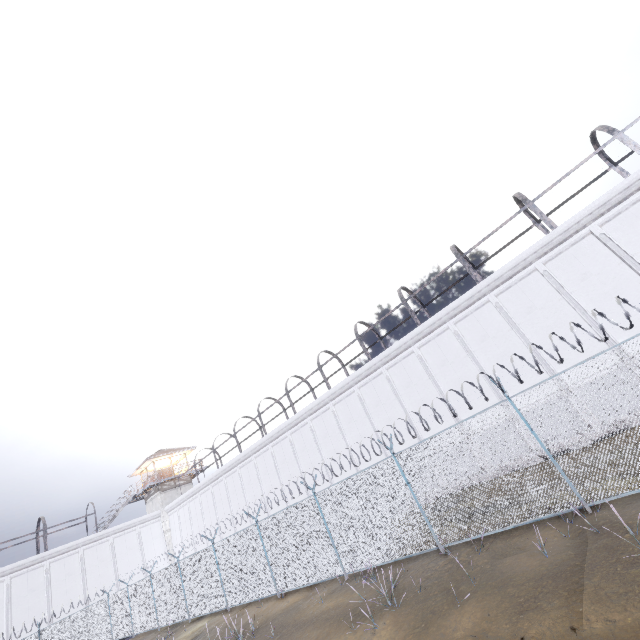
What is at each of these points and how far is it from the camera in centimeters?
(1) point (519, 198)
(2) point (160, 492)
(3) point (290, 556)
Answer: (1) metal cage, 1641cm
(2) building, 3691cm
(3) fence, 1293cm

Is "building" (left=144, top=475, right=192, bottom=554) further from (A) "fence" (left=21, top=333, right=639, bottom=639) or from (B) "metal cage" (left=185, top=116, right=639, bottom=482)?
(B) "metal cage" (left=185, top=116, right=639, bottom=482)

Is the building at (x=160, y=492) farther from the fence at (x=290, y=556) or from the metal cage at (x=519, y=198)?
the metal cage at (x=519, y=198)

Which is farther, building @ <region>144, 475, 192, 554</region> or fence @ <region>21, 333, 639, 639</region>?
building @ <region>144, 475, 192, 554</region>

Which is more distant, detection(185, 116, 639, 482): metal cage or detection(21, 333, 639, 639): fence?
detection(185, 116, 639, 482): metal cage

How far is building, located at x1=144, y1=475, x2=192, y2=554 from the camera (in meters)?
35.09

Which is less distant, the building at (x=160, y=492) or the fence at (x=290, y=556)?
the fence at (x=290, y=556)

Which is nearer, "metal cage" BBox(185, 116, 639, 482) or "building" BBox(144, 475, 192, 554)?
"metal cage" BBox(185, 116, 639, 482)
